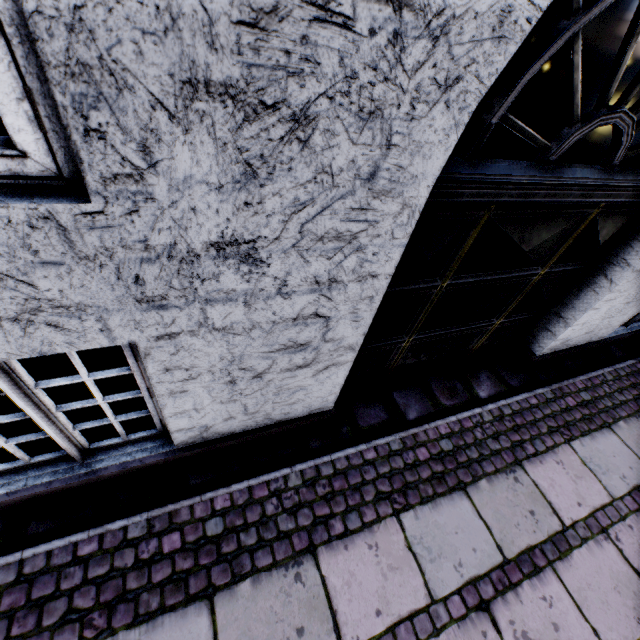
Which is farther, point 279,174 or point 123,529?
point 123,529
